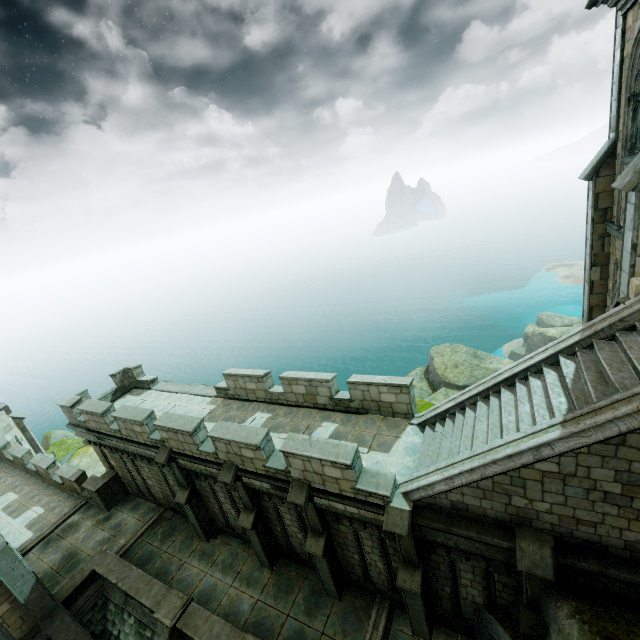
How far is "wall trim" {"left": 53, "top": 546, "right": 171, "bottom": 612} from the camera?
11.55m

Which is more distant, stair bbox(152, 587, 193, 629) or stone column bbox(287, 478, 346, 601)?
stair bbox(152, 587, 193, 629)

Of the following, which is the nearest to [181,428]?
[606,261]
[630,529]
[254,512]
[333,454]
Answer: [254,512]

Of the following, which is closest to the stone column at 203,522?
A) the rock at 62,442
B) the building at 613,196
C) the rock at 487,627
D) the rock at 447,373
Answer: the building at 613,196

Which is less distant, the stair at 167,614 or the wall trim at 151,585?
the stair at 167,614

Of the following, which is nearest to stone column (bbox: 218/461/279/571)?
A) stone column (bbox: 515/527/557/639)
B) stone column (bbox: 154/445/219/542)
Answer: stone column (bbox: 154/445/219/542)

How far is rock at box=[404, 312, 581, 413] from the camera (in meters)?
18.16

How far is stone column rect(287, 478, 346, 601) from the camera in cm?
921
